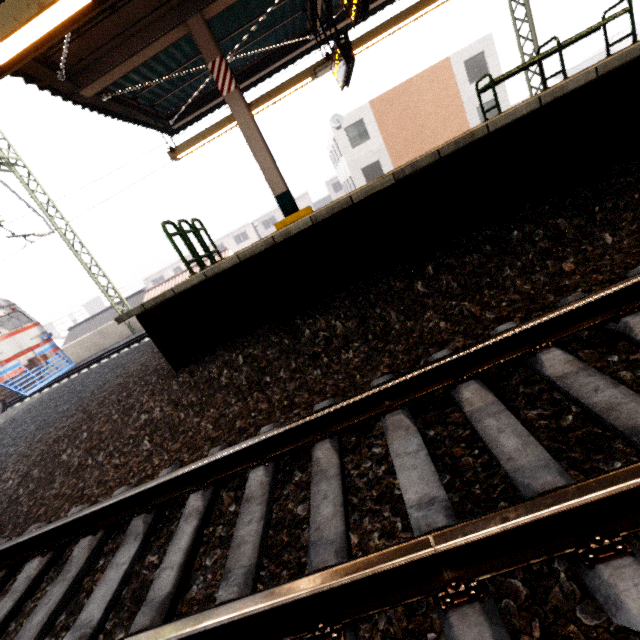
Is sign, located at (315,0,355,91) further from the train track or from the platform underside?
the train track

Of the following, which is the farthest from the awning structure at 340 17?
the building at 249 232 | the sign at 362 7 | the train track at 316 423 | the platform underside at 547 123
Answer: the building at 249 232

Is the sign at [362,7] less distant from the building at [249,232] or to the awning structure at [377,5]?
the awning structure at [377,5]

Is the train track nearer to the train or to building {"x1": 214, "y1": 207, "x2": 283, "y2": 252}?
the train

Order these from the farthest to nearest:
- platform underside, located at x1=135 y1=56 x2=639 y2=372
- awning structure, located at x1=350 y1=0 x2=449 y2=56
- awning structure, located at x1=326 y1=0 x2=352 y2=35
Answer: awning structure, located at x1=326 y1=0 x2=352 y2=35 → awning structure, located at x1=350 y1=0 x2=449 y2=56 → platform underside, located at x1=135 y1=56 x2=639 y2=372

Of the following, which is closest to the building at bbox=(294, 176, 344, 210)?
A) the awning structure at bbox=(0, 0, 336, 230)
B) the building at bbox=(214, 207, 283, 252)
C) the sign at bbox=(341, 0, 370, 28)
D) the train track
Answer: the building at bbox=(214, 207, 283, 252)

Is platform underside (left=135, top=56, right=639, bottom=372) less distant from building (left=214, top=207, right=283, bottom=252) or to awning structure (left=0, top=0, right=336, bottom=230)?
awning structure (left=0, top=0, right=336, bottom=230)

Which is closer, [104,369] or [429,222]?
[429,222]
